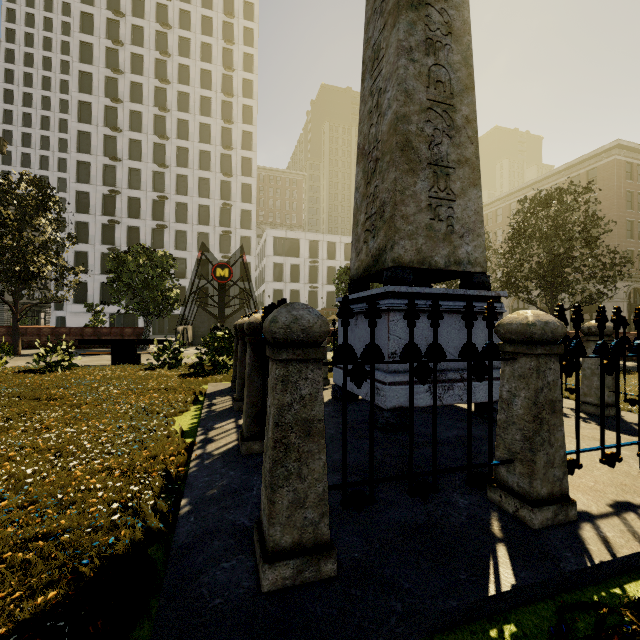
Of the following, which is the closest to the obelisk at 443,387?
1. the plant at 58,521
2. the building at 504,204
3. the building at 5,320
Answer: the plant at 58,521

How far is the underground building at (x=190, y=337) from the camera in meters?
20.7 m

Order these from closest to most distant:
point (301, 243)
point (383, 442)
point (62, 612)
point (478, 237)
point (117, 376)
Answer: point (62, 612) → point (383, 442) → point (478, 237) → point (117, 376) → point (301, 243)

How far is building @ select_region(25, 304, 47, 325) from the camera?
54.28m

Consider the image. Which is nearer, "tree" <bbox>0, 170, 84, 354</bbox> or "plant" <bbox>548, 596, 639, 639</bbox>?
"plant" <bbox>548, 596, 639, 639</bbox>

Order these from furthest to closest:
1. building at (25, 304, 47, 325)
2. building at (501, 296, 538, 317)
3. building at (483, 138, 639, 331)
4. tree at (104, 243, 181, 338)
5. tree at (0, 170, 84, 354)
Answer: building at (25, 304, 47, 325) → building at (501, 296, 538, 317) → building at (483, 138, 639, 331) → tree at (104, 243, 181, 338) → tree at (0, 170, 84, 354)

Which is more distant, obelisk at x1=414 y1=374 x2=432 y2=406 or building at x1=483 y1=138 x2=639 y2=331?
building at x1=483 y1=138 x2=639 y2=331
